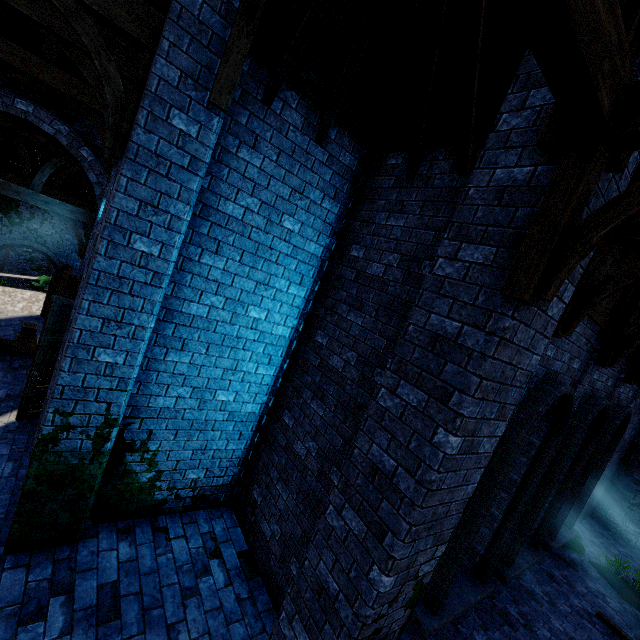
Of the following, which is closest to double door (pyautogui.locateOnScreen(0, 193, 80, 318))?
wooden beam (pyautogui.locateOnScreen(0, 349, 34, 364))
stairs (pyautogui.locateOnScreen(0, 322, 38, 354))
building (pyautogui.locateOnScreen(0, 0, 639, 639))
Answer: building (pyautogui.locateOnScreen(0, 0, 639, 639))

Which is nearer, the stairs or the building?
the building

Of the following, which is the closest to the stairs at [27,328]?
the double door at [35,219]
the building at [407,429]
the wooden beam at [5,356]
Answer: the wooden beam at [5,356]

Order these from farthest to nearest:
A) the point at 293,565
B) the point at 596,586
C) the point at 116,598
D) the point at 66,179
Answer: the point at 66,179
the point at 596,586
the point at 293,565
the point at 116,598

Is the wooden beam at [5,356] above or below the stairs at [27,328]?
below

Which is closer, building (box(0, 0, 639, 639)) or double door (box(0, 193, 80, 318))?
building (box(0, 0, 639, 639))

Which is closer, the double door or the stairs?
the stairs

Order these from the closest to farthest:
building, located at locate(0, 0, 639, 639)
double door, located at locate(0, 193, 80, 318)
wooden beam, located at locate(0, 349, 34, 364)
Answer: building, located at locate(0, 0, 639, 639), wooden beam, located at locate(0, 349, 34, 364), double door, located at locate(0, 193, 80, 318)
